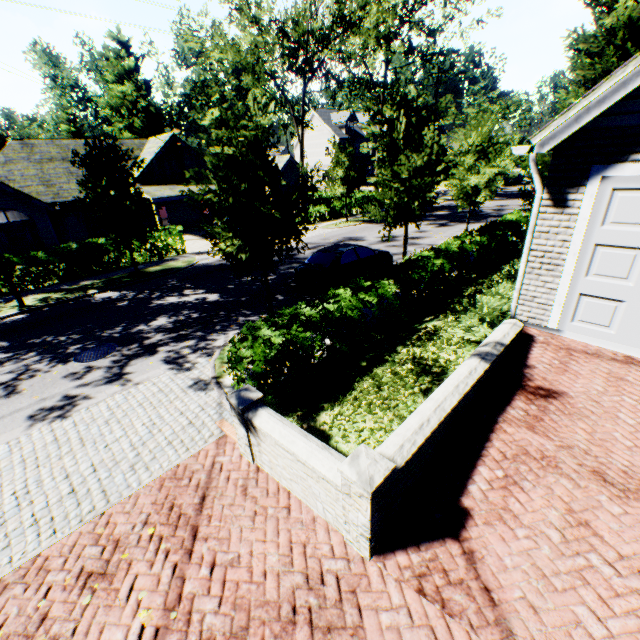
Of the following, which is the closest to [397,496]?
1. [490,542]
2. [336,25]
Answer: [490,542]

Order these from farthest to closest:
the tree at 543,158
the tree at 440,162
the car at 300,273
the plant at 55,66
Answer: the plant at 55,66 → the tree at 543,158 → the car at 300,273 → the tree at 440,162

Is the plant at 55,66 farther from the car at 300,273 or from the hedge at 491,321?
the hedge at 491,321

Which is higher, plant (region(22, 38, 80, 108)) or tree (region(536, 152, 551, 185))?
plant (region(22, 38, 80, 108))

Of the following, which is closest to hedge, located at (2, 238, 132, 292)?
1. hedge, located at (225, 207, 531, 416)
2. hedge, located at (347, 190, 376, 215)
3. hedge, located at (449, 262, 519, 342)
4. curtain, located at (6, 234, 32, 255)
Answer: curtain, located at (6, 234, 32, 255)

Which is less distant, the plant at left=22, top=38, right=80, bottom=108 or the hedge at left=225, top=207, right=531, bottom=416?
the hedge at left=225, top=207, right=531, bottom=416

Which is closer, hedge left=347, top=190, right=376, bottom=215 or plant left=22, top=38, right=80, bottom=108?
hedge left=347, top=190, right=376, bottom=215

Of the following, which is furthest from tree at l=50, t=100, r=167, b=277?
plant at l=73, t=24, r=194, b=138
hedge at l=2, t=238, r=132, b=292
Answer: hedge at l=2, t=238, r=132, b=292
